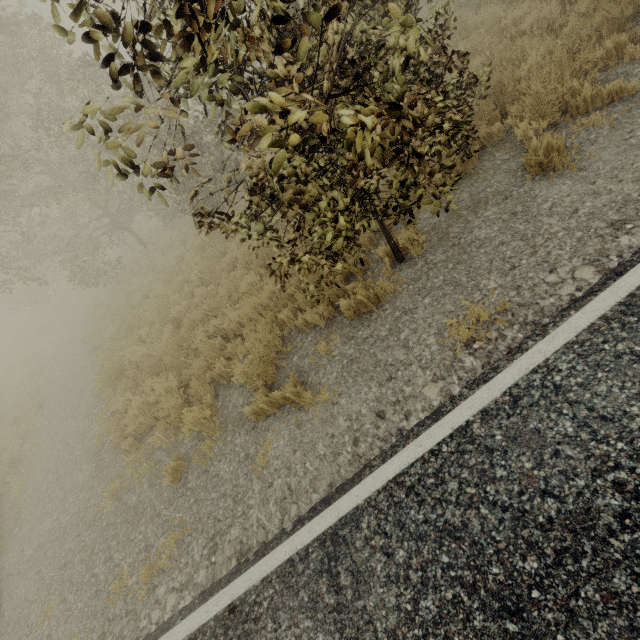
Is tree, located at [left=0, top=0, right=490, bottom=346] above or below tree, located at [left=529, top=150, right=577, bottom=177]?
above

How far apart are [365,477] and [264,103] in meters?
3.2

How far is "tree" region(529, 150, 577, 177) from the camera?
4.21m

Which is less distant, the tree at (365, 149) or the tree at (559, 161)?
the tree at (365, 149)

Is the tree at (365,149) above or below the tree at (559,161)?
above

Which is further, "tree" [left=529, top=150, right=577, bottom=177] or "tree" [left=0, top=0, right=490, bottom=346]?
"tree" [left=529, top=150, right=577, bottom=177]
